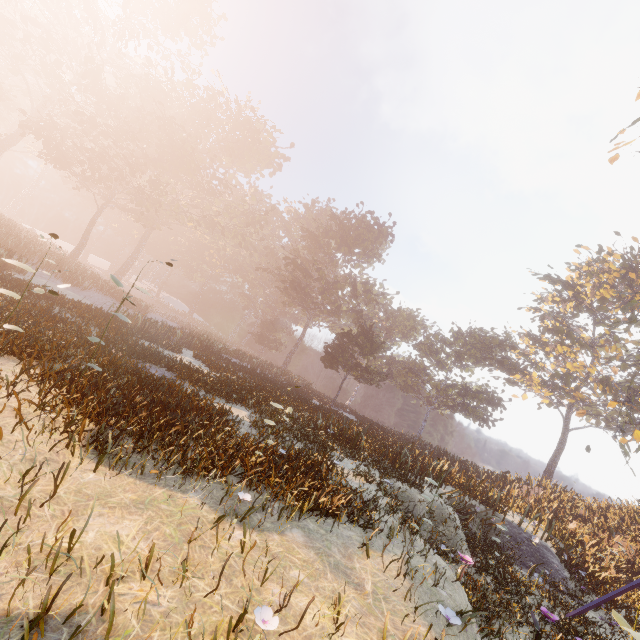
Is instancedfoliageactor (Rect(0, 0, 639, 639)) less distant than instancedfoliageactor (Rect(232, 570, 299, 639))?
No

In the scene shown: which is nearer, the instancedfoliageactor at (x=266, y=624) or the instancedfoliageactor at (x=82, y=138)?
the instancedfoliageactor at (x=266, y=624)

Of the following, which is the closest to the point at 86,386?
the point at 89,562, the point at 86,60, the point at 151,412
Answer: the point at 151,412
